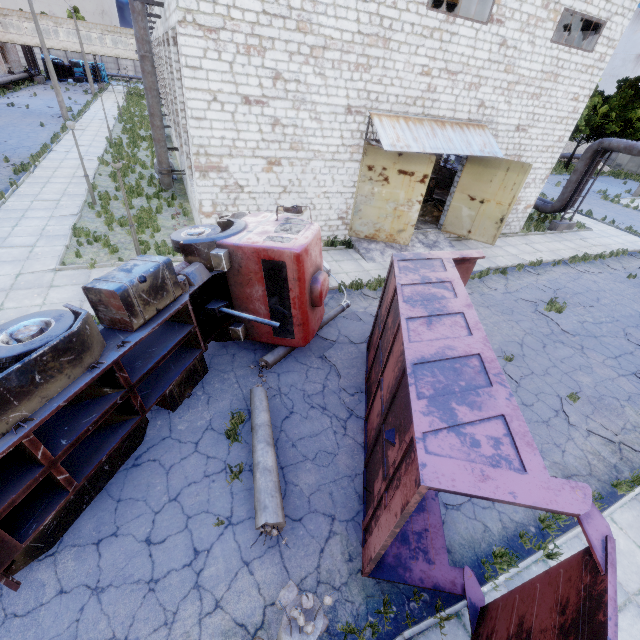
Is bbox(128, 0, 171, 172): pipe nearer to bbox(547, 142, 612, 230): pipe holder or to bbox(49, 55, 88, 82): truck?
bbox(547, 142, 612, 230): pipe holder

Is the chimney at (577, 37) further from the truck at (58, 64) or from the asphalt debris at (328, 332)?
the truck at (58, 64)

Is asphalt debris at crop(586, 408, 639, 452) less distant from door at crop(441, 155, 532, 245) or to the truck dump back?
the truck dump back

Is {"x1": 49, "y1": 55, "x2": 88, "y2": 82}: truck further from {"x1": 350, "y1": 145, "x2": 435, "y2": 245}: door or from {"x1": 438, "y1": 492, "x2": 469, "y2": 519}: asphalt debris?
{"x1": 438, "y1": 492, "x2": 469, "y2": 519}: asphalt debris

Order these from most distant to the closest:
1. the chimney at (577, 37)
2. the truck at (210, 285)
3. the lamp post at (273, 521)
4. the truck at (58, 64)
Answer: the truck at (58, 64) < the chimney at (577, 37) < the lamp post at (273, 521) < the truck at (210, 285)

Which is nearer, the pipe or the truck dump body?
the truck dump body

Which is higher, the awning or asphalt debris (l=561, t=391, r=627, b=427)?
the awning

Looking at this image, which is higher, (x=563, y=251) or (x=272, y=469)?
(x=272, y=469)
